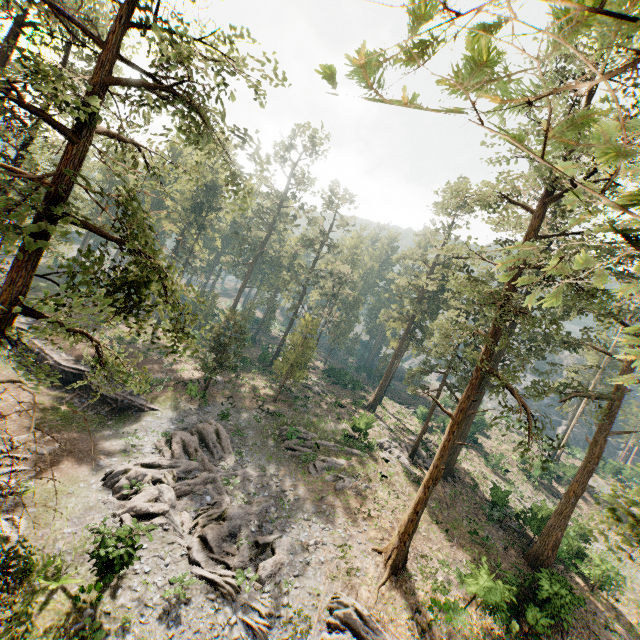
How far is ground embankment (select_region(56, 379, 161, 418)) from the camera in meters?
27.9 m

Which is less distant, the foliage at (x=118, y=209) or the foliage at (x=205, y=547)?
the foliage at (x=118, y=209)

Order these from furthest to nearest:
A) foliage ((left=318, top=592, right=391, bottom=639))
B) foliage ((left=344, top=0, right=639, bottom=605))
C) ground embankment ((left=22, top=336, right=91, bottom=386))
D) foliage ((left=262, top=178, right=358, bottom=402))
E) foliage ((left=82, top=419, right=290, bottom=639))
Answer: foliage ((left=262, top=178, right=358, bottom=402)) < ground embankment ((left=22, top=336, right=91, bottom=386)) < foliage ((left=82, top=419, right=290, bottom=639)) < foliage ((left=318, top=592, right=391, bottom=639)) < foliage ((left=344, top=0, right=639, bottom=605))

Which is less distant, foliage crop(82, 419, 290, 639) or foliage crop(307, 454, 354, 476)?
foliage crop(82, 419, 290, 639)

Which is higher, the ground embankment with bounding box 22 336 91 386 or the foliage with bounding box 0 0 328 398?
the foliage with bounding box 0 0 328 398

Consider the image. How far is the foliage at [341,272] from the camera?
34.4 meters

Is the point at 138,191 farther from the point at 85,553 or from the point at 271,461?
the point at 85,553
